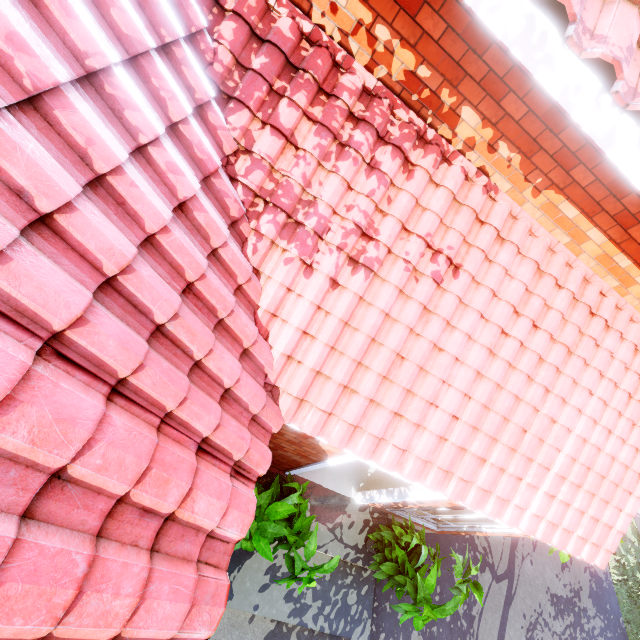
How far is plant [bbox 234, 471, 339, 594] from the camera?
3.9m

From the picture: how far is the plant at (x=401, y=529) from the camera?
4.5m

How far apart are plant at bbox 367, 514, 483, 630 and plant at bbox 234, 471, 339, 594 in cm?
111

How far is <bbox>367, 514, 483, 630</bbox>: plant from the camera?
4.48m

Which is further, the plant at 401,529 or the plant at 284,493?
the plant at 401,529

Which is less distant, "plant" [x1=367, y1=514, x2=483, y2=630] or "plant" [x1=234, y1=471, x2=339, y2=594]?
"plant" [x1=234, y1=471, x2=339, y2=594]

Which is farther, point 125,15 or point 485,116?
point 485,116
